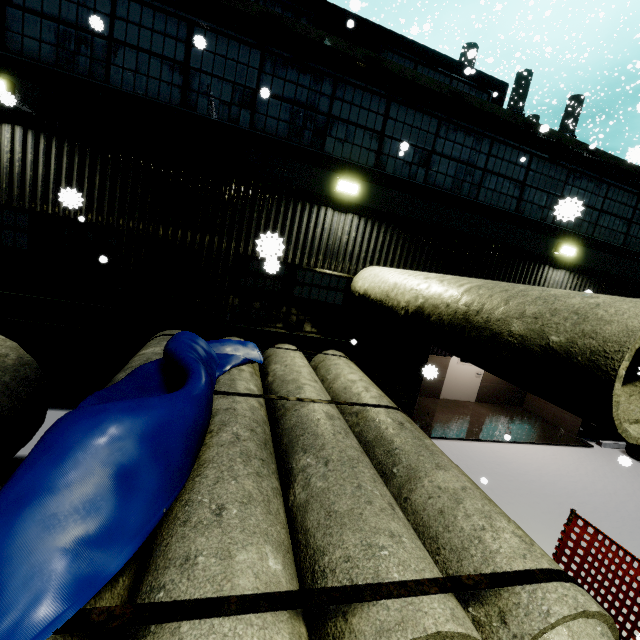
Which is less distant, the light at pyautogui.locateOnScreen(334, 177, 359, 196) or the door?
the light at pyautogui.locateOnScreen(334, 177, 359, 196)

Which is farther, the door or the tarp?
the door

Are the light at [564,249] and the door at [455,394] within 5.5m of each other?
yes

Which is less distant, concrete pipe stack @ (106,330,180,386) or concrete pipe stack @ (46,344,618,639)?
concrete pipe stack @ (46,344,618,639)

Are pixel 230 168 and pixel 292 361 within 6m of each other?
yes

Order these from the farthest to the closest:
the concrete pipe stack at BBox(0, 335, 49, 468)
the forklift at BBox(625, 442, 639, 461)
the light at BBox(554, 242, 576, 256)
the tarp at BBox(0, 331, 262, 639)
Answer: the forklift at BBox(625, 442, 639, 461) → the light at BBox(554, 242, 576, 256) → the concrete pipe stack at BBox(0, 335, 49, 468) → the tarp at BBox(0, 331, 262, 639)

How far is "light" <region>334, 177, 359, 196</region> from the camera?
6.5m

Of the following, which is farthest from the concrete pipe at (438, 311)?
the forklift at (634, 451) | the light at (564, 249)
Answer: the light at (564, 249)
